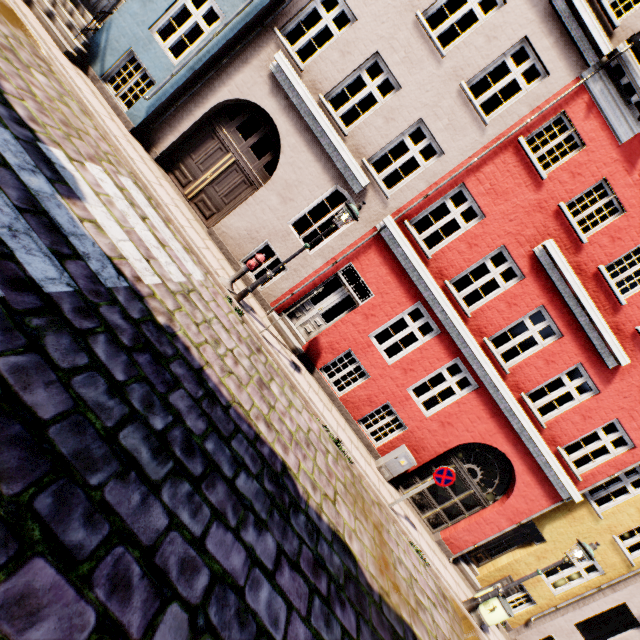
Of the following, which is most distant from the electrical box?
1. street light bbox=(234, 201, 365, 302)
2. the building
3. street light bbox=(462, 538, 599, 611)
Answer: street light bbox=(234, 201, 365, 302)

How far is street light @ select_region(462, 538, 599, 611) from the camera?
Result: 8.2m

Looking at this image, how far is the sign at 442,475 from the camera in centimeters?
811cm

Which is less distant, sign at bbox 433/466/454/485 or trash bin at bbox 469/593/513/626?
sign at bbox 433/466/454/485

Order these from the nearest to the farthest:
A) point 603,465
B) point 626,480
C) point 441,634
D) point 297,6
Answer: point 441,634, point 297,6, point 603,465, point 626,480

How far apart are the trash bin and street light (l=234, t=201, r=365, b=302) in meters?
10.5

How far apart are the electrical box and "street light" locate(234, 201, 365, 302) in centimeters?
630cm

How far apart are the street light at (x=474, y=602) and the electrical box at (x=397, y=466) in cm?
369
